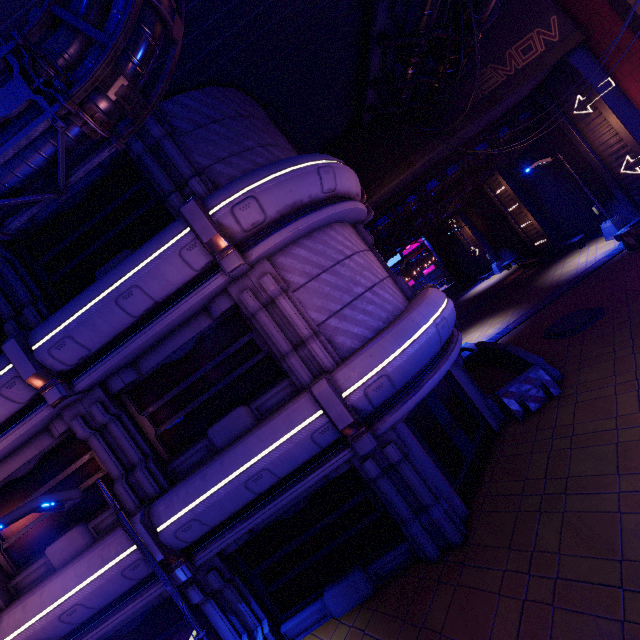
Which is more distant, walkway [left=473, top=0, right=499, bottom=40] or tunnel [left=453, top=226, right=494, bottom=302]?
tunnel [left=453, top=226, right=494, bottom=302]

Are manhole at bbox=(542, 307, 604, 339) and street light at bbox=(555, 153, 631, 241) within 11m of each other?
yes

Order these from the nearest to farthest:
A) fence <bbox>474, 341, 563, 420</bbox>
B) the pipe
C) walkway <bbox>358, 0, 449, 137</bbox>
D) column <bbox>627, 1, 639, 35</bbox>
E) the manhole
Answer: the pipe → fence <bbox>474, 341, 563, 420</bbox> → walkway <bbox>358, 0, 449, 137</bbox> → the manhole → column <bbox>627, 1, 639, 35</bbox>

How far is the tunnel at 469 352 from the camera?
15.21m

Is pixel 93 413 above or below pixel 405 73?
below

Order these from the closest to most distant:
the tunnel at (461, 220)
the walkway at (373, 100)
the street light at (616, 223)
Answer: the walkway at (373, 100) → the street light at (616, 223) → the tunnel at (461, 220)

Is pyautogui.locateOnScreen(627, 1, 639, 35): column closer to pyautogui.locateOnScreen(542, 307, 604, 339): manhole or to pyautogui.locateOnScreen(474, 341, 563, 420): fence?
pyautogui.locateOnScreen(542, 307, 604, 339): manhole

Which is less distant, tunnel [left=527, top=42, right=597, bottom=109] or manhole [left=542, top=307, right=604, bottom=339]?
manhole [left=542, top=307, right=604, bottom=339]
